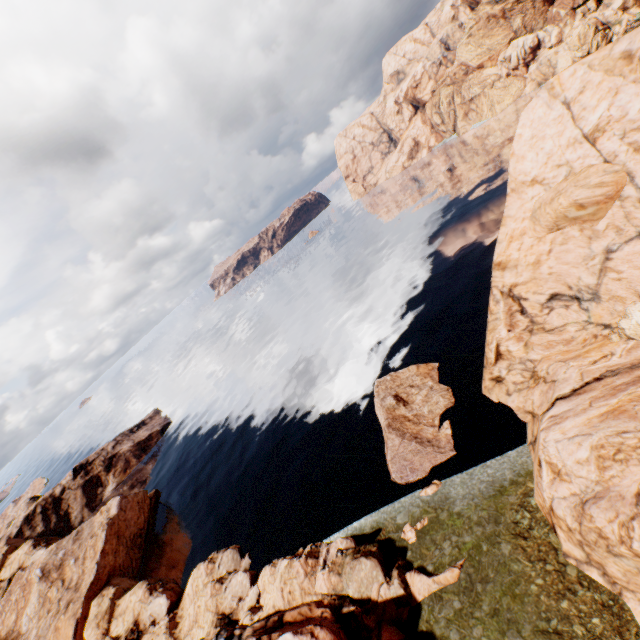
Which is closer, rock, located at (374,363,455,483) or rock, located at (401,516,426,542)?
rock, located at (401,516,426,542)

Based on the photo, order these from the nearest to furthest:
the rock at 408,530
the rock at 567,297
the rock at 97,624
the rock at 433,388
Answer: the rock at 567,297
the rock at 97,624
the rock at 408,530
the rock at 433,388

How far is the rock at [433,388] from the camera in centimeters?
2920cm

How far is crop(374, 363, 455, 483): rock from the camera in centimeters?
2920cm

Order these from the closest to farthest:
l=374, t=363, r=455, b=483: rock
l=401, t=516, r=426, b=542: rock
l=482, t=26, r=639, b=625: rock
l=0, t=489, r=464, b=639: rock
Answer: l=482, t=26, r=639, b=625: rock
l=0, t=489, r=464, b=639: rock
l=401, t=516, r=426, b=542: rock
l=374, t=363, r=455, b=483: rock

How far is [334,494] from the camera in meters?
33.3
